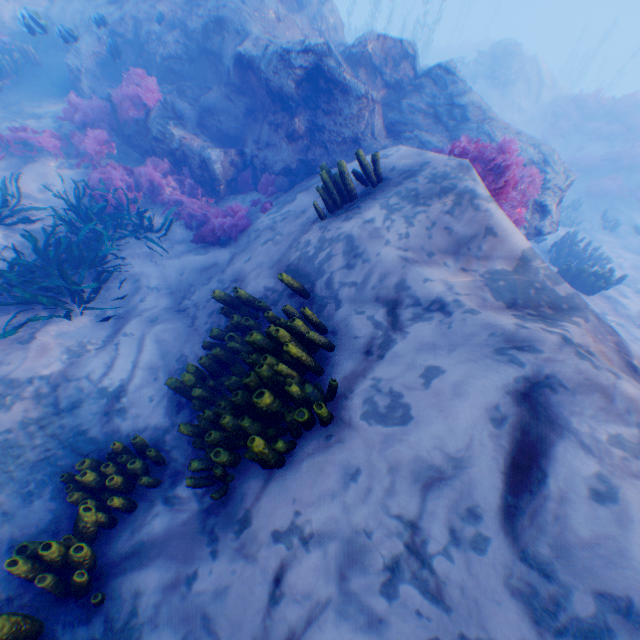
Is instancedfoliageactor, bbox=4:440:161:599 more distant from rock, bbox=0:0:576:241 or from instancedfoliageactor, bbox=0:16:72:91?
rock, bbox=0:0:576:241

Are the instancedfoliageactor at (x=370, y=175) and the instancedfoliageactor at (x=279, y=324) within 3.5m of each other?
yes

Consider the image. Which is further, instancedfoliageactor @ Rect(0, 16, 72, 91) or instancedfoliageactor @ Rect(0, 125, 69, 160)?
instancedfoliageactor @ Rect(0, 16, 72, 91)

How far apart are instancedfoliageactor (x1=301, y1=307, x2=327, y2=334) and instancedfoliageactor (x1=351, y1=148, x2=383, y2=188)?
1.6m

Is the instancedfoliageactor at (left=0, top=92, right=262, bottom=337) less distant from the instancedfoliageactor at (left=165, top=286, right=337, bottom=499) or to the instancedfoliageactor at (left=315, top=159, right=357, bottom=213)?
the instancedfoliageactor at (left=165, top=286, right=337, bottom=499)

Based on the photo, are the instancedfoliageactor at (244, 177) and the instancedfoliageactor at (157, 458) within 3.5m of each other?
no

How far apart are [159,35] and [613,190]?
20.77m

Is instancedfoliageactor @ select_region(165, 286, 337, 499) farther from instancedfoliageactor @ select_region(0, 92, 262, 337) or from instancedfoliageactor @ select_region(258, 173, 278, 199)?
instancedfoliageactor @ select_region(258, 173, 278, 199)
